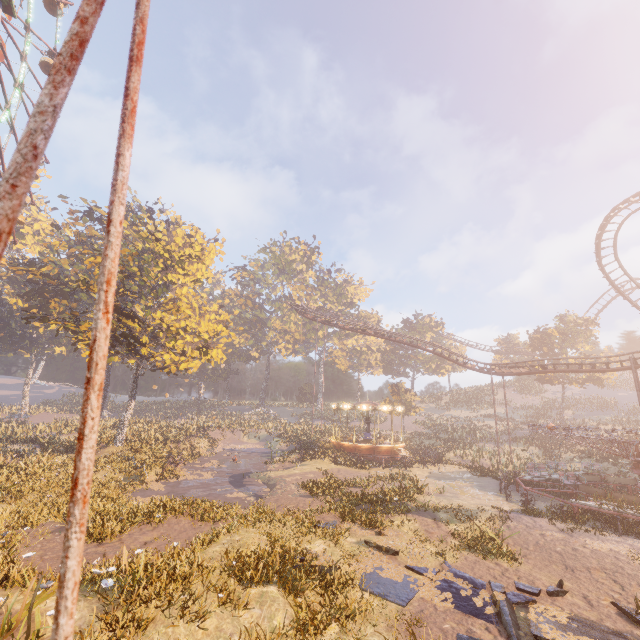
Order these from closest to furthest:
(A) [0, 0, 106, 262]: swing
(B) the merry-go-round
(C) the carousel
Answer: (A) [0, 0, 106, 262]: swing → (B) the merry-go-round → (C) the carousel

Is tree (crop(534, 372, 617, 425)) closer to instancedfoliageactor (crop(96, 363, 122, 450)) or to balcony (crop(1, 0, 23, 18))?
instancedfoliageactor (crop(96, 363, 122, 450))

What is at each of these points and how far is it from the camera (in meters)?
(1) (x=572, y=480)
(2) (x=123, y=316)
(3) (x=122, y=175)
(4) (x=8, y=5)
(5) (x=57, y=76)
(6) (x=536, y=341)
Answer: (1) merry-go-round, 16.58
(2) tree, 21.53
(3) swing, 0.66
(4) balcony, 19.25
(5) swing, 0.52
(6) tree, 48.78

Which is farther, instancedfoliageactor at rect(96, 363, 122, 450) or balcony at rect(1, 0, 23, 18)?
instancedfoliageactor at rect(96, 363, 122, 450)

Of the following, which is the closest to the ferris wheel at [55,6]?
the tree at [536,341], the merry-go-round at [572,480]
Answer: the merry-go-round at [572,480]

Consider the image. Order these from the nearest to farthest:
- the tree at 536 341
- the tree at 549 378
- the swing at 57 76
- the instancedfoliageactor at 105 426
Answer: the swing at 57 76 < the instancedfoliageactor at 105 426 < the tree at 549 378 < the tree at 536 341

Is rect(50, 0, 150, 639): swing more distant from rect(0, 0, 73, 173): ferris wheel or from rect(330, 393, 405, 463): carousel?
rect(330, 393, 405, 463): carousel

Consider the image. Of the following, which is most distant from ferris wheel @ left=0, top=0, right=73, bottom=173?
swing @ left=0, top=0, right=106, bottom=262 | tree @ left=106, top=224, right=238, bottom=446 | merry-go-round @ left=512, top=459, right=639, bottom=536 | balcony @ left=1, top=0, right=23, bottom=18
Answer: merry-go-round @ left=512, top=459, right=639, bottom=536
